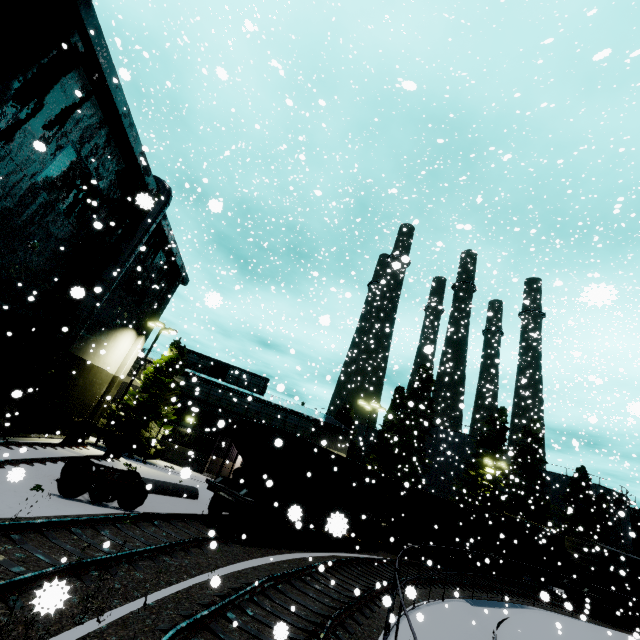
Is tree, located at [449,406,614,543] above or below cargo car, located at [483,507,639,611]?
above

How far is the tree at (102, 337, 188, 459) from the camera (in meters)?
23.69

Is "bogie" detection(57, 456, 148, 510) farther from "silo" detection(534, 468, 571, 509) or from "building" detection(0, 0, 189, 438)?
"silo" detection(534, 468, 571, 509)

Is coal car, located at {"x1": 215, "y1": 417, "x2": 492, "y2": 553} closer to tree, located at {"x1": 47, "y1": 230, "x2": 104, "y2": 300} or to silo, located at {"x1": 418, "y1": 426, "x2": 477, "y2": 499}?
tree, located at {"x1": 47, "y1": 230, "x2": 104, "y2": 300}

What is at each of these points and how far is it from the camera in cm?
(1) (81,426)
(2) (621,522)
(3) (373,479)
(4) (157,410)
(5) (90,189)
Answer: (1) rail stop, 1928
(2) silo, 4369
(3) coal car, 2006
(4) tree, 2514
(5) tree, 1648

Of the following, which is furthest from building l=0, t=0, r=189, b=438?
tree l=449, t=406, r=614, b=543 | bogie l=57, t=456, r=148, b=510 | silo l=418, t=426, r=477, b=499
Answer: tree l=449, t=406, r=614, b=543

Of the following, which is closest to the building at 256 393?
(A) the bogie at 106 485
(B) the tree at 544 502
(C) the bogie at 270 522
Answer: (A) the bogie at 106 485

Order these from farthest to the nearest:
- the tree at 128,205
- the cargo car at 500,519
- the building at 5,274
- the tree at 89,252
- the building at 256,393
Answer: the building at 256,393 < the cargo car at 500,519 < the tree at 128,205 < the tree at 89,252 < the building at 5,274
